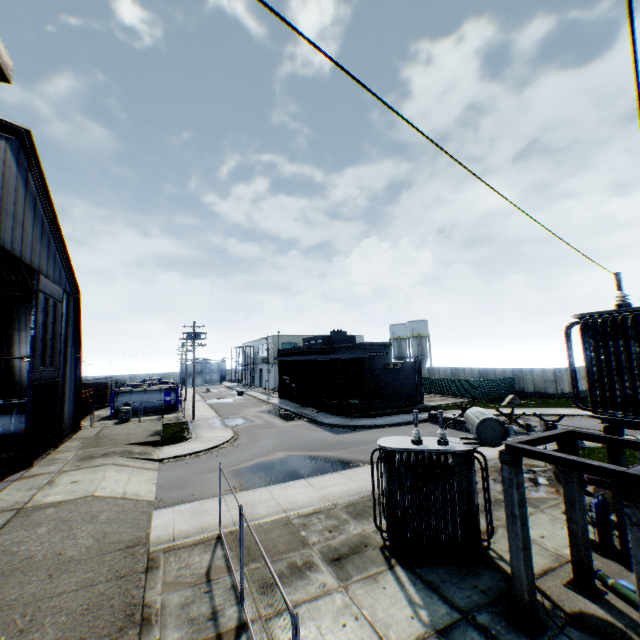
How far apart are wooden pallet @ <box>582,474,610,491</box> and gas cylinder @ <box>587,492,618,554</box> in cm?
349

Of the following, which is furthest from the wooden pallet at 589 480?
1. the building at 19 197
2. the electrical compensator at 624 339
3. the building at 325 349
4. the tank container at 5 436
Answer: the tank container at 5 436

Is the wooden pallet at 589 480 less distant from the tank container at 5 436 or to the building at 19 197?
the building at 19 197

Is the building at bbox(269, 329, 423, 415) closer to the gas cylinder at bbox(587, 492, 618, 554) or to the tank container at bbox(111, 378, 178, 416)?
the tank container at bbox(111, 378, 178, 416)

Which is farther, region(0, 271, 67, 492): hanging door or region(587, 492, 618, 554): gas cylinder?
region(0, 271, 67, 492): hanging door

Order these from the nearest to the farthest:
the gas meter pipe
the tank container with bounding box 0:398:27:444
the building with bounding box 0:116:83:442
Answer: the building with bounding box 0:116:83:442
the tank container with bounding box 0:398:27:444
the gas meter pipe

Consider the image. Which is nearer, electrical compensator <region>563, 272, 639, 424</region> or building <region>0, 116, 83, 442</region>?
electrical compensator <region>563, 272, 639, 424</region>

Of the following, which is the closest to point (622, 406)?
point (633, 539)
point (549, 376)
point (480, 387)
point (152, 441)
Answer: point (633, 539)
